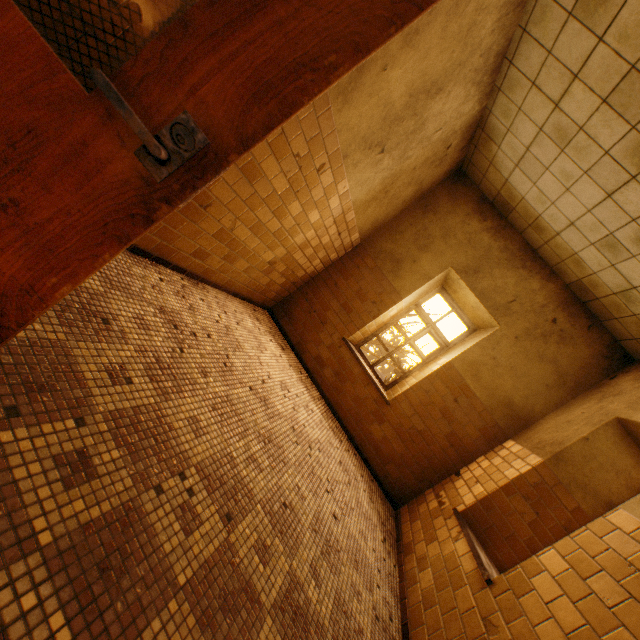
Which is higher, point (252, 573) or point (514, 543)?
point (514, 543)
